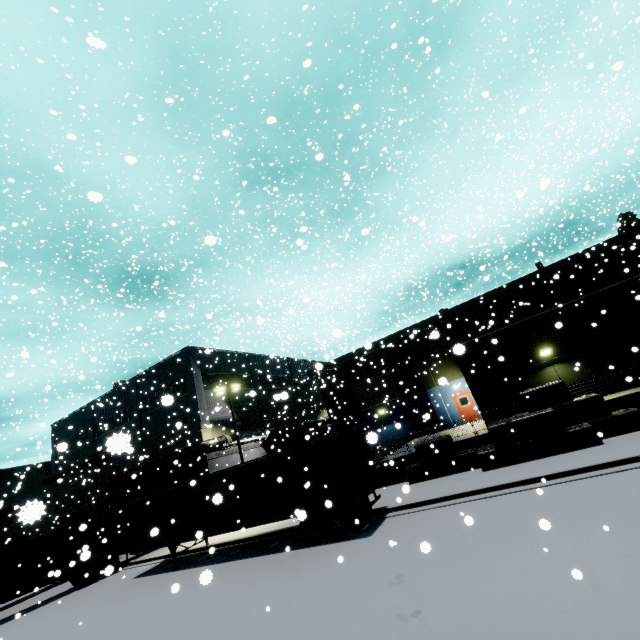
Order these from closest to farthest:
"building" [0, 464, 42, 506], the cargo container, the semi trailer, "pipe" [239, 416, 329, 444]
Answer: the semi trailer → the cargo container → "pipe" [239, 416, 329, 444] → "building" [0, 464, 42, 506]

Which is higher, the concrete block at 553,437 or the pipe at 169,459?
the pipe at 169,459

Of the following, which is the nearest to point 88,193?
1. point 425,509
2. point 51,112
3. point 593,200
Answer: point 51,112

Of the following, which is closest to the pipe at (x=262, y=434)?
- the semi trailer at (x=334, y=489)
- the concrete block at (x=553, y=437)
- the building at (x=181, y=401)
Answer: the building at (x=181, y=401)

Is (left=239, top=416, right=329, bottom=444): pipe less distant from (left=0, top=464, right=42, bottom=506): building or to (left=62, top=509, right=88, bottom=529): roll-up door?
(left=0, top=464, right=42, bottom=506): building

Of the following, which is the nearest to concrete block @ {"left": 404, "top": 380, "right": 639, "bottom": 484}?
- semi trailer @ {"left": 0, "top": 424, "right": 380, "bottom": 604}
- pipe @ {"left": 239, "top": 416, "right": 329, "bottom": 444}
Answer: semi trailer @ {"left": 0, "top": 424, "right": 380, "bottom": 604}

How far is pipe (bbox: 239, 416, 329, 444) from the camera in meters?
28.4
